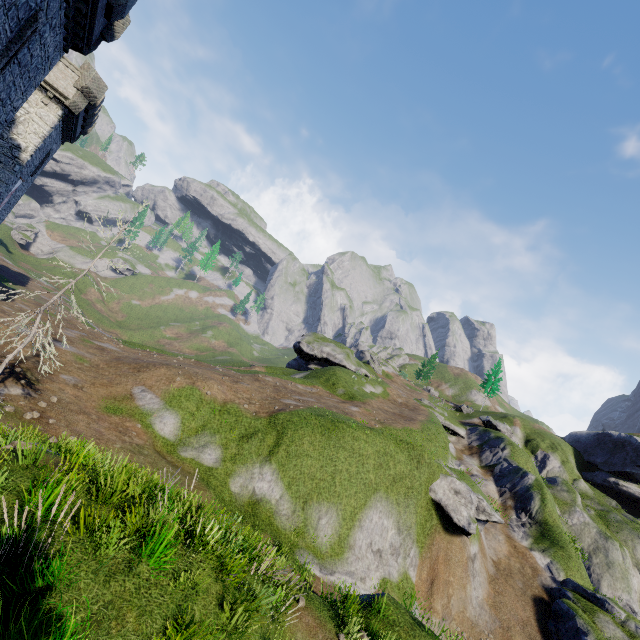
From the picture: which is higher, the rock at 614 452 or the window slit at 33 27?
the rock at 614 452

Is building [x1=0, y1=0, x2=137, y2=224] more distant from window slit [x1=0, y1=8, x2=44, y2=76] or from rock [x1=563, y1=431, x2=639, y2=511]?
rock [x1=563, y1=431, x2=639, y2=511]

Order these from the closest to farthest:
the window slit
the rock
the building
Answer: the window slit < the building < the rock

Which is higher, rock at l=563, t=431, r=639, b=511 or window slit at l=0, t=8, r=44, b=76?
rock at l=563, t=431, r=639, b=511

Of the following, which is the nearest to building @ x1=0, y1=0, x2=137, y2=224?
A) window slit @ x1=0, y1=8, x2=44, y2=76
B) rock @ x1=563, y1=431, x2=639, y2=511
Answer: window slit @ x1=0, y1=8, x2=44, y2=76

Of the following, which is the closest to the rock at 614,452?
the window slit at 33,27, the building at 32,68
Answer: the building at 32,68

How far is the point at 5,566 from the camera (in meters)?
4.83
